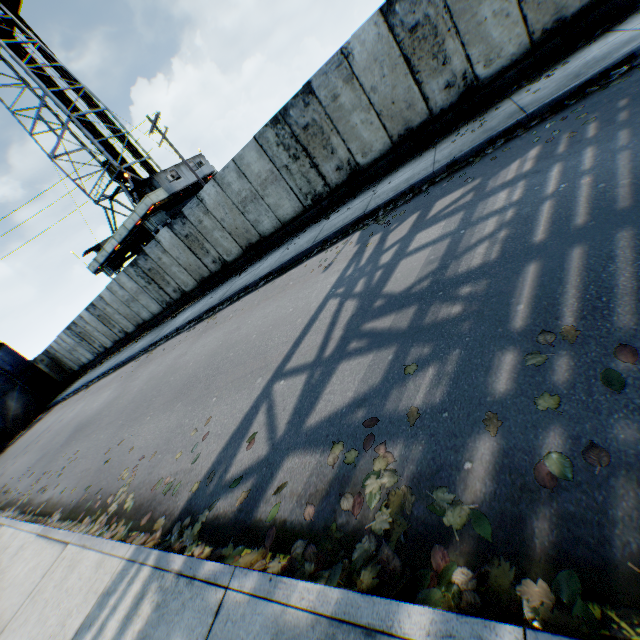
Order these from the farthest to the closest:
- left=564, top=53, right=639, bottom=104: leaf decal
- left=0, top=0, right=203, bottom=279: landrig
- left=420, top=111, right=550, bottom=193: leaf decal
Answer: left=0, top=0, right=203, bottom=279: landrig < left=420, top=111, right=550, bottom=193: leaf decal < left=564, top=53, right=639, bottom=104: leaf decal

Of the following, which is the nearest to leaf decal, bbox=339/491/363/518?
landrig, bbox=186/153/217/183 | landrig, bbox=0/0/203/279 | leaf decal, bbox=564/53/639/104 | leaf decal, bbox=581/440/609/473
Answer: leaf decal, bbox=581/440/609/473

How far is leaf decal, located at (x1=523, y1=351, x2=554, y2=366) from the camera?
2.3 meters

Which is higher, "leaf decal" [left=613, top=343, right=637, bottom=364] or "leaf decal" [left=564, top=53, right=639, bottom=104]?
"leaf decal" [left=564, top=53, right=639, bottom=104]

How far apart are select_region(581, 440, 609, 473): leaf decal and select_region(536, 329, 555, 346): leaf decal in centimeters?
66cm

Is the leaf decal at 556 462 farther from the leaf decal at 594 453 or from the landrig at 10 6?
the landrig at 10 6

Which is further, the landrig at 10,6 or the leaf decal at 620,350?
the landrig at 10,6

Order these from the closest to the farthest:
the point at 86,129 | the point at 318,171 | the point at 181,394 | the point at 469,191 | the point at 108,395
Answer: the point at 469,191 < the point at 181,394 < the point at 318,171 < the point at 108,395 < the point at 86,129
